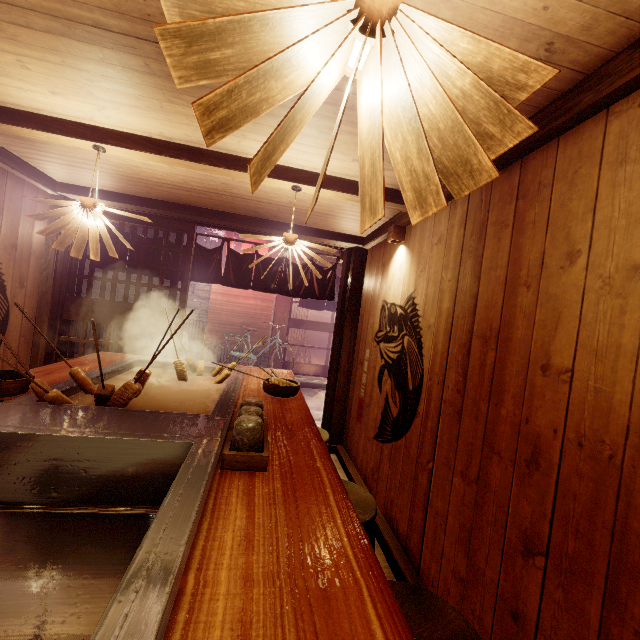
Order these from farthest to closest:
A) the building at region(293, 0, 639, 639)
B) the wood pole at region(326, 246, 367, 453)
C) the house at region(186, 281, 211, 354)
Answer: the house at region(186, 281, 211, 354) → the wood pole at region(326, 246, 367, 453) → the building at region(293, 0, 639, 639)

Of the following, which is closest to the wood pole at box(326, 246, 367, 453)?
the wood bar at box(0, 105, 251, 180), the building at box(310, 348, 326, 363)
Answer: the wood bar at box(0, 105, 251, 180)

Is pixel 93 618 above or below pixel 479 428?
below

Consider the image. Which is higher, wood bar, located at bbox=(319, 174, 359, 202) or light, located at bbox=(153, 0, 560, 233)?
wood bar, located at bbox=(319, 174, 359, 202)

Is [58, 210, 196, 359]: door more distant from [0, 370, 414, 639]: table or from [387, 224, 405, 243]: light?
[387, 224, 405, 243]: light

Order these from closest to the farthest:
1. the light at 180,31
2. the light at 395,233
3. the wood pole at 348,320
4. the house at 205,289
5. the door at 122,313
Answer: the light at 180,31
the light at 395,233
the door at 122,313
the wood pole at 348,320
the house at 205,289

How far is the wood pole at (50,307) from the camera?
6.71m

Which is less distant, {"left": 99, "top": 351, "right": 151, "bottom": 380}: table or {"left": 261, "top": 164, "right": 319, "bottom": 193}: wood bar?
{"left": 99, "top": 351, "right": 151, "bottom": 380}: table
